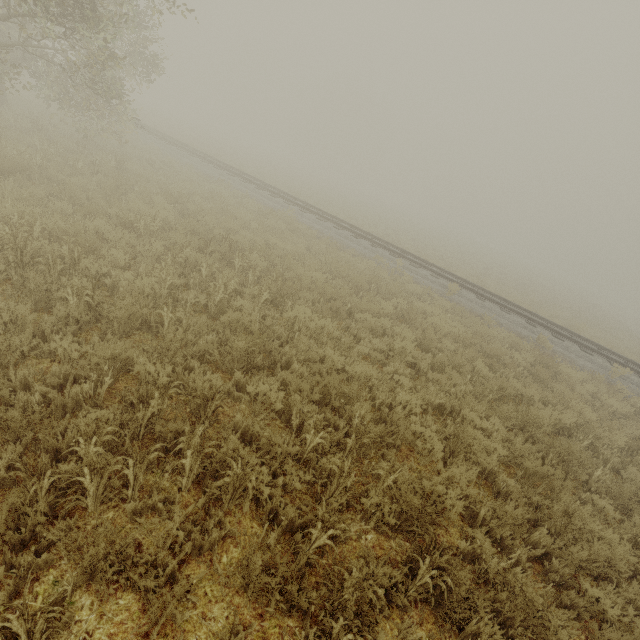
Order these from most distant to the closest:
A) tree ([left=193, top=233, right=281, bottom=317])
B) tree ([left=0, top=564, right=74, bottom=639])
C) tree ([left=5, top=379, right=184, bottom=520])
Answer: tree ([left=193, top=233, right=281, bottom=317]), tree ([left=5, top=379, right=184, bottom=520]), tree ([left=0, top=564, right=74, bottom=639])

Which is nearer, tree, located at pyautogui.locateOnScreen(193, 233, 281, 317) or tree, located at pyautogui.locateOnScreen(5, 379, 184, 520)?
tree, located at pyautogui.locateOnScreen(5, 379, 184, 520)

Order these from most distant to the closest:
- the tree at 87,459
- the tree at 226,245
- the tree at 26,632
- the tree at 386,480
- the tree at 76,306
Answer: the tree at 226,245, the tree at 76,306, the tree at 386,480, the tree at 87,459, the tree at 26,632

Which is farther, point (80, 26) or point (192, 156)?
point (192, 156)

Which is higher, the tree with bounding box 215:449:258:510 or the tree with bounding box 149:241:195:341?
the tree with bounding box 149:241:195:341

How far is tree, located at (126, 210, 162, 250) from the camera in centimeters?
739cm

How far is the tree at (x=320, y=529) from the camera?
2.93m
